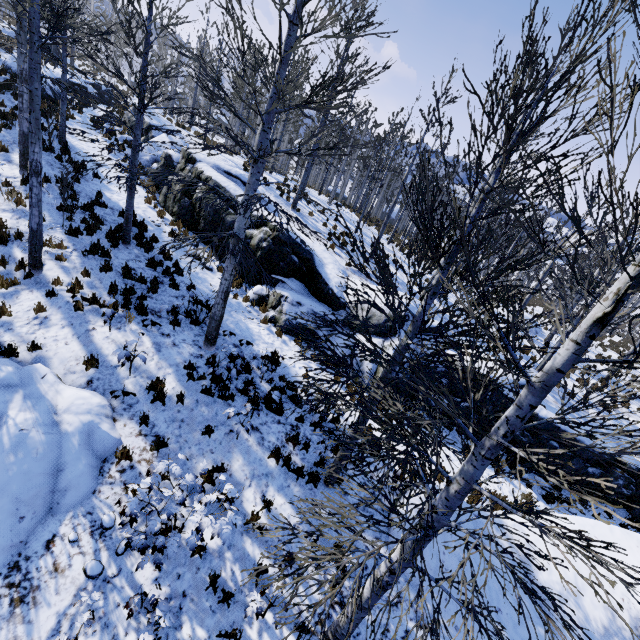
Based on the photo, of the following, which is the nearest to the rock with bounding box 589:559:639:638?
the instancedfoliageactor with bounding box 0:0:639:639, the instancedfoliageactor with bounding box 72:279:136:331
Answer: the instancedfoliageactor with bounding box 72:279:136:331

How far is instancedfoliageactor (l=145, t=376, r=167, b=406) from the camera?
7.0 meters

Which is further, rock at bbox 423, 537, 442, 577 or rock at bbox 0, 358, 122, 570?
rock at bbox 423, 537, 442, 577

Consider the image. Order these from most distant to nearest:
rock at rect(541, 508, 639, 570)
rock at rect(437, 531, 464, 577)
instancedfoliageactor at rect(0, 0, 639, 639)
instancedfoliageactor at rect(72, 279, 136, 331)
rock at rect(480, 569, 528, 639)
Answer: instancedfoliageactor at rect(72, 279, 136, 331) → rock at rect(541, 508, 639, 570) → rock at rect(437, 531, 464, 577) → rock at rect(480, 569, 528, 639) → instancedfoliageactor at rect(0, 0, 639, 639)

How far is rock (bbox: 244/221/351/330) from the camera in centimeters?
1169cm

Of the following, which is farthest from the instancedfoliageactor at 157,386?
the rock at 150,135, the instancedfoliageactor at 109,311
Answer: the instancedfoliageactor at 109,311

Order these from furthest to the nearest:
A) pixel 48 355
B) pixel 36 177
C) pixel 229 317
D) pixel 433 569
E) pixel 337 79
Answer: pixel 337 79, pixel 229 317, pixel 36 177, pixel 48 355, pixel 433 569

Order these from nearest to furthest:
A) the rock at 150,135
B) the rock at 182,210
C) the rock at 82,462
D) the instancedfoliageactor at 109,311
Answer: the rock at 82,462 < the instancedfoliageactor at 109,311 < the rock at 182,210 < the rock at 150,135
